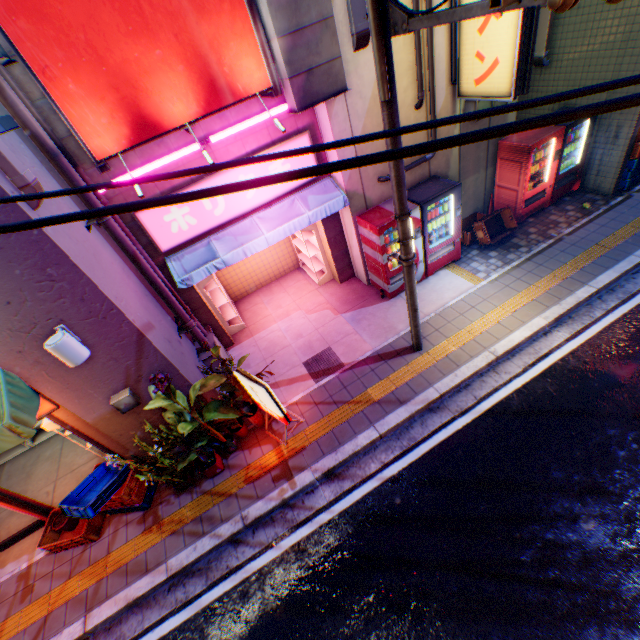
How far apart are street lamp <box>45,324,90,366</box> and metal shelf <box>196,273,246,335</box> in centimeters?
348cm

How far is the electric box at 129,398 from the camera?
5.1 meters

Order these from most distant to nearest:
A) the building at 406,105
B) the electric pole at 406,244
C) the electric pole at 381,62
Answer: the building at 406,105 < the electric pole at 406,244 < the electric pole at 381,62

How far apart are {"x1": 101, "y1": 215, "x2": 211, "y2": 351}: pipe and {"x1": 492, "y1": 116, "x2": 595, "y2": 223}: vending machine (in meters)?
8.56

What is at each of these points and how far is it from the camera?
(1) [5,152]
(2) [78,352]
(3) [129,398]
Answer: (1) pipe, 3.37m
(2) street lamp, 4.14m
(3) electric box, 5.10m

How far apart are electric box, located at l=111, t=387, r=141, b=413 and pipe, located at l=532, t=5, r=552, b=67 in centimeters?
1213cm

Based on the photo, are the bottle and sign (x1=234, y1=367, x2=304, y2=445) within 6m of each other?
yes

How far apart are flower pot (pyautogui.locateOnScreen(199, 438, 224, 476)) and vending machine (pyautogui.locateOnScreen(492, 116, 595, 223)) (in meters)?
9.42
